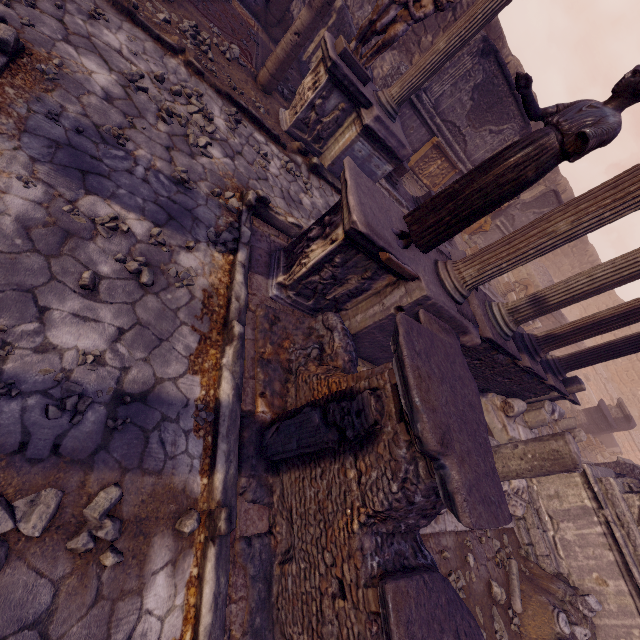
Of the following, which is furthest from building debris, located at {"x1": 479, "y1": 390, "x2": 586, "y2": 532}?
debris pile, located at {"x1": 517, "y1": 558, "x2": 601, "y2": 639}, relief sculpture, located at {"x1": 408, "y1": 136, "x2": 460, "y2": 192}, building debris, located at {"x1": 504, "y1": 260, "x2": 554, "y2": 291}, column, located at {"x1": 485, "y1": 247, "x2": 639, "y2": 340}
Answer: → building debris, located at {"x1": 504, "y1": 260, "x2": 554, "y2": 291}

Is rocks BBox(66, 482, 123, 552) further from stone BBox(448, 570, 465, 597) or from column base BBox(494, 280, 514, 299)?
column base BBox(494, 280, 514, 299)

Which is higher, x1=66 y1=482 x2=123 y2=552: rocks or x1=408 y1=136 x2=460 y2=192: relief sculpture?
x1=408 y1=136 x2=460 y2=192: relief sculpture

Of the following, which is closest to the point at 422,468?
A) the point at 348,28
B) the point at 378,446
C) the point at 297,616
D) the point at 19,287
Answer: the point at 378,446

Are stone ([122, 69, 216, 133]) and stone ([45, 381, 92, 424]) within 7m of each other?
yes

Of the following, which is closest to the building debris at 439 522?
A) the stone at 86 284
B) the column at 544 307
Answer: the column at 544 307

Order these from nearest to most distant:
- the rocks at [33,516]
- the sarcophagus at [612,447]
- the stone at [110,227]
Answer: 1. the rocks at [33,516]
2. the stone at [110,227]
3. the sarcophagus at [612,447]

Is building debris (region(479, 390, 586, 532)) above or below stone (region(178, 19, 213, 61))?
above
